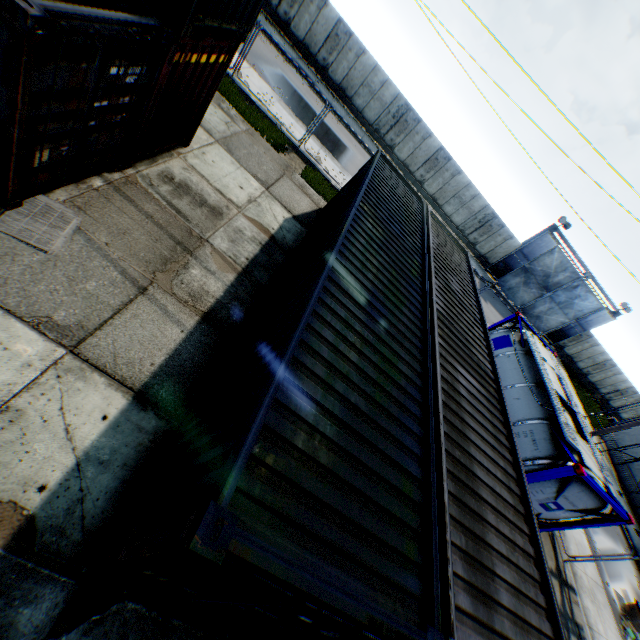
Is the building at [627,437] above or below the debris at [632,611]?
above

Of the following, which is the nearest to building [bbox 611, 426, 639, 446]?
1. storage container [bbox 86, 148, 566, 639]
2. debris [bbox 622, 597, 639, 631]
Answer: debris [bbox 622, 597, 639, 631]

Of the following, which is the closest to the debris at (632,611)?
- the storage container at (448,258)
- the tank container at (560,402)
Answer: the tank container at (560,402)

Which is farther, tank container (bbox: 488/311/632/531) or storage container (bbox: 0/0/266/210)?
tank container (bbox: 488/311/632/531)

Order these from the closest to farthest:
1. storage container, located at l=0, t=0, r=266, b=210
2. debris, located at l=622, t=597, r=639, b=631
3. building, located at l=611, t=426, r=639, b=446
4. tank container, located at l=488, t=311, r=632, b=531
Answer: storage container, located at l=0, t=0, r=266, b=210 → tank container, located at l=488, t=311, r=632, b=531 → debris, located at l=622, t=597, r=639, b=631 → building, located at l=611, t=426, r=639, b=446

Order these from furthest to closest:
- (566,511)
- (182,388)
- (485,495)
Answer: (566,511) → (182,388) → (485,495)

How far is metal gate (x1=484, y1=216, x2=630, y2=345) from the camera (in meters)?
27.17

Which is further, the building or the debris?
the building
